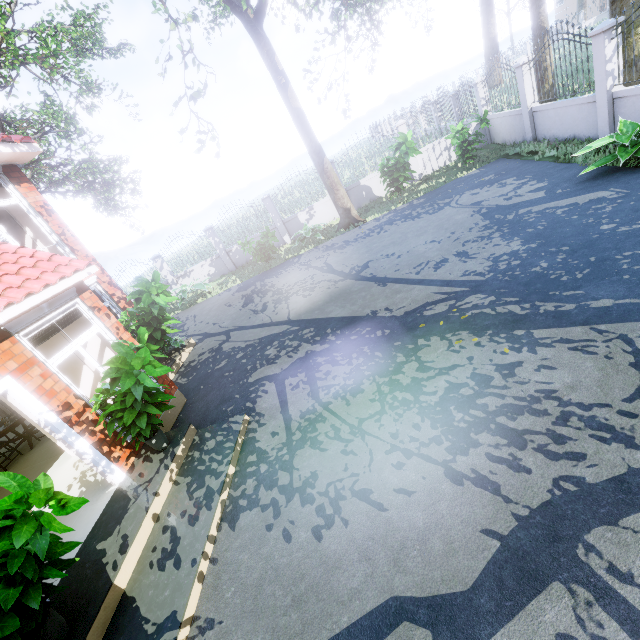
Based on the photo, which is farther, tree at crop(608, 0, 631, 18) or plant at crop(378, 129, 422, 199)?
plant at crop(378, 129, 422, 199)

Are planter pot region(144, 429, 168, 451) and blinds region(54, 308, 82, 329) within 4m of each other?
yes

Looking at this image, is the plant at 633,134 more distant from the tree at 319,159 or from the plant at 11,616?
the plant at 11,616

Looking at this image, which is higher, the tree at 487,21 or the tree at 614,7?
the tree at 487,21

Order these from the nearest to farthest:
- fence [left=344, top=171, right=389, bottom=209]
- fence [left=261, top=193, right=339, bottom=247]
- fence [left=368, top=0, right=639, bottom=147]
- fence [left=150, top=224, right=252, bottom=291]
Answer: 1. fence [left=368, top=0, right=639, bottom=147]
2. fence [left=344, top=171, right=389, bottom=209]
3. fence [left=261, top=193, right=339, bottom=247]
4. fence [left=150, top=224, right=252, bottom=291]

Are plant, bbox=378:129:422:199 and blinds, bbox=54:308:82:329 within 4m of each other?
no

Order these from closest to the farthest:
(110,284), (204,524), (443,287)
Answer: (204,524) < (443,287) < (110,284)

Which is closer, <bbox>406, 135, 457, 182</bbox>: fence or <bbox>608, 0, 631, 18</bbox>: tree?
<bbox>608, 0, 631, 18</bbox>: tree
